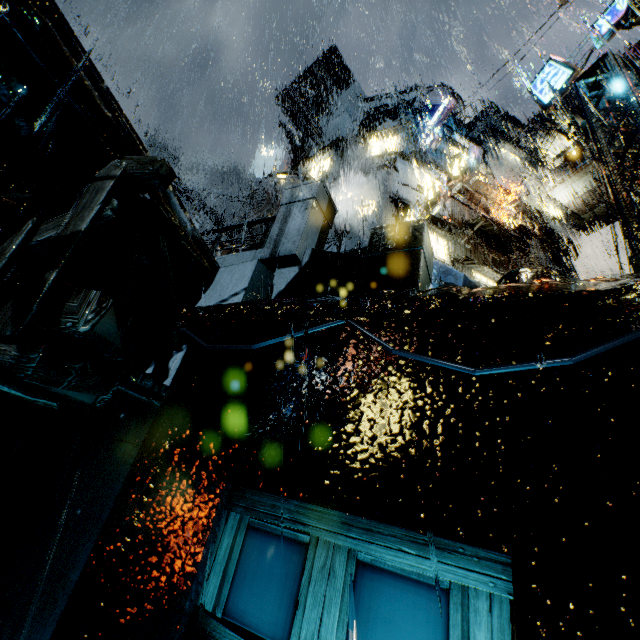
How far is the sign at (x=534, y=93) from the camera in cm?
1022

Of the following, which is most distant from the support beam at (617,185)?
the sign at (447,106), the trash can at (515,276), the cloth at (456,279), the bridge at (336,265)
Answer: the sign at (447,106)

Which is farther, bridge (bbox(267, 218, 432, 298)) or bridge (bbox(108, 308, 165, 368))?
bridge (bbox(108, 308, 165, 368))

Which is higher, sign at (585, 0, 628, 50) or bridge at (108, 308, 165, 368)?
sign at (585, 0, 628, 50)

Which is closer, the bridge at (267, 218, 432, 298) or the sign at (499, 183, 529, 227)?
the bridge at (267, 218, 432, 298)

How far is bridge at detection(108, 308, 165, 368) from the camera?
6.1 meters

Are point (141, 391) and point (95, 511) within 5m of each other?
yes

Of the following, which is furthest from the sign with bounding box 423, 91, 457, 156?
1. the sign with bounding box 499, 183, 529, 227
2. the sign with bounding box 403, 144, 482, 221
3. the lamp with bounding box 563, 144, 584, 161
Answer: the lamp with bounding box 563, 144, 584, 161
